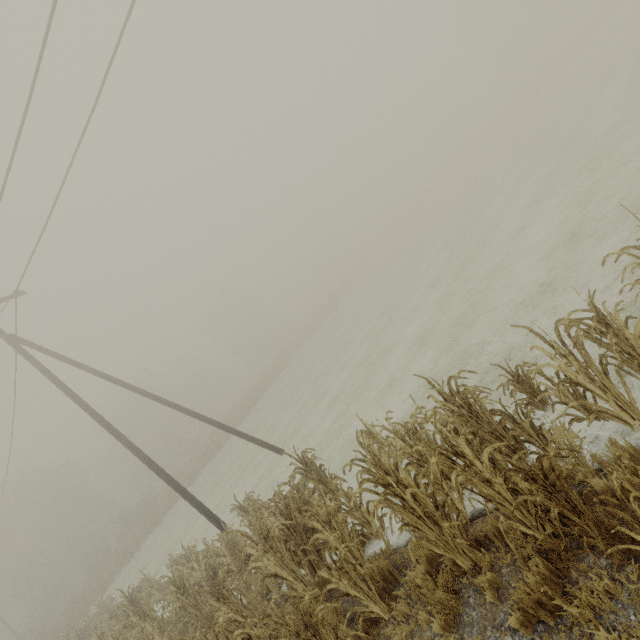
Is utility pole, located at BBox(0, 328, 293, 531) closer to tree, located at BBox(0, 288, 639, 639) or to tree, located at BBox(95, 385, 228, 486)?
tree, located at BBox(0, 288, 639, 639)

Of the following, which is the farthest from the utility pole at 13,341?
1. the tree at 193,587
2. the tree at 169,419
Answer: the tree at 169,419

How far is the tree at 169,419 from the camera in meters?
34.5 m

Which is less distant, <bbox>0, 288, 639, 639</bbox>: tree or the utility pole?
<bbox>0, 288, 639, 639</bbox>: tree

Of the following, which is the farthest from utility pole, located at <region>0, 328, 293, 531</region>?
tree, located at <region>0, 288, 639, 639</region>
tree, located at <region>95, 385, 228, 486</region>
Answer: tree, located at <region>95, 385, 228, 486</region>

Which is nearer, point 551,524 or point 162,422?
point 551,524

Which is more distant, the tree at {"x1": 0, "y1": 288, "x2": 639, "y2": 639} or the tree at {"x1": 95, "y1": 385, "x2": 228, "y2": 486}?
the tree at {"x1": 95, "y1": 385, "x2": 228, "y2": 486}

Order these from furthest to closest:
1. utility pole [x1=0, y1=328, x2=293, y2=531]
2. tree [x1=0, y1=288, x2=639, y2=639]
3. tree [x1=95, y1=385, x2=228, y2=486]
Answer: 1. tree [x1=95, y1=385, x2=228, y2=486]
2. utility pole [x1=0, y1=328, x2=293, y2=531]
3. tree [x1=0, y1=288, x2=639, y2=639]
